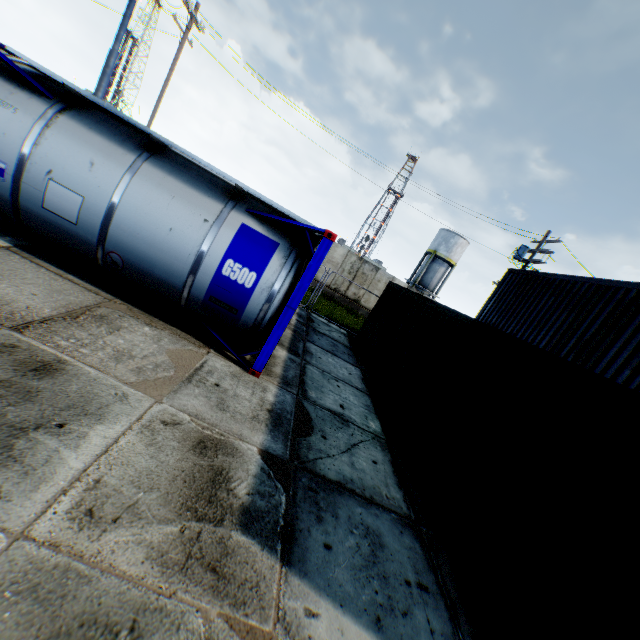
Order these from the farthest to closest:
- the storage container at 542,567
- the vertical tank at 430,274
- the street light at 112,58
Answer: the vertical tank at 430,274, the street light at 112,58, the storage container at 542,567

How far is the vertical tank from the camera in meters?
39.2

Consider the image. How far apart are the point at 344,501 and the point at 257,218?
4.7m

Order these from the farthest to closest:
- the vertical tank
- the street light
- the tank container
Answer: the vertical tank → the street light → the tank container

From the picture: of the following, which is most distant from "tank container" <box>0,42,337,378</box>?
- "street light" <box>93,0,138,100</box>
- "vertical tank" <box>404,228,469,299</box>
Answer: "vertical tank" <box>404,228,469,299</box>

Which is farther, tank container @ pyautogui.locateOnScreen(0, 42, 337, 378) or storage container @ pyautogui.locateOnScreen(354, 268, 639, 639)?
tank container @ pyautogui.locateOnScreen(0, 42, 337, 378)

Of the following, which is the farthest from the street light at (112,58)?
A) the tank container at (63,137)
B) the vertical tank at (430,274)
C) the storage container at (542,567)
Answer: the vertical tank at (430,274)

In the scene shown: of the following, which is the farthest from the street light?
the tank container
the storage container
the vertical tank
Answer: the vertical tank
